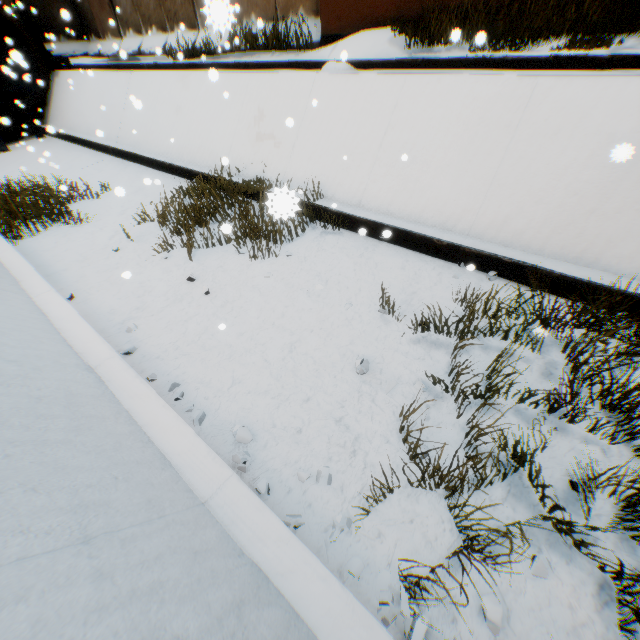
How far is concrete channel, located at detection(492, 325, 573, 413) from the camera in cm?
355

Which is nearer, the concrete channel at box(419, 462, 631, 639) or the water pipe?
the concrete channel at box(419, 462, 631, 639)

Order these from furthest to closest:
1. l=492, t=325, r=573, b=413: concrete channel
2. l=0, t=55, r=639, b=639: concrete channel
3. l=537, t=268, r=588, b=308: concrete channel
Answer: l=537, t=268, r=588, b=308: concrete channel → l=492, t=325, r=573, b=413: concrete channel → l=0, t=55, r=639, b=639: concrete channel

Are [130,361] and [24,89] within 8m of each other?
Answer: no

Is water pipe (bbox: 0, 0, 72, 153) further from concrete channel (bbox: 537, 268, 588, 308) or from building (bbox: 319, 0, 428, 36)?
building (bbox: 319, 0, 428, 36)

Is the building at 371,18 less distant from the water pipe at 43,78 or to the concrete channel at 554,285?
the concrete channel at 554,285

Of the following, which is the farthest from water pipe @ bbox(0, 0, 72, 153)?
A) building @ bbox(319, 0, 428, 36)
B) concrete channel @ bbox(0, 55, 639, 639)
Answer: building @ bbox(319, 0, 428, 36)

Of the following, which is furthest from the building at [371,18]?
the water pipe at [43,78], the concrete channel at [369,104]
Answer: the water pipe at [43,78]
